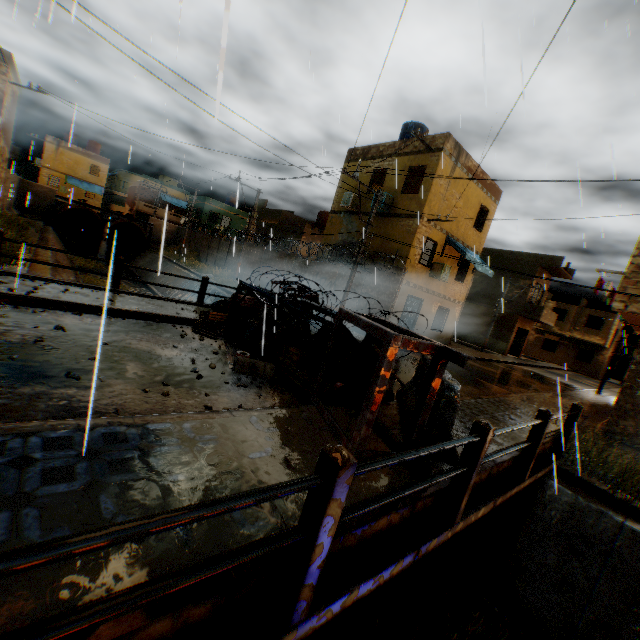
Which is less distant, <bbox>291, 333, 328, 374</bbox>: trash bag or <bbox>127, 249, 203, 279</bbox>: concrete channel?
<bbox>291, 333, 328, 374</bbox>: trash bag

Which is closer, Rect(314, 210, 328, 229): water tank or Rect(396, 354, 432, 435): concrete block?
Rect(396, 354, 432, 435): concrete block

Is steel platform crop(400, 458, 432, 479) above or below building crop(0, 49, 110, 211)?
below

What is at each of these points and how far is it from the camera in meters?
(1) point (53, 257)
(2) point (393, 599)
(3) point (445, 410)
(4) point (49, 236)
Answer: (1) concrete channel, 15.3 m
(2) concrete channel, 5.7 m
(3) concrete block, 4.4 m
(4) concrete channel, 21.9 m

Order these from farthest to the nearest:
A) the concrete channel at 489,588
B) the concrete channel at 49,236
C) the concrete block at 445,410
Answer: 1. the concrete channel at 49,236
2. the concrete channel at 489,588
3. the concrete block at 445,410

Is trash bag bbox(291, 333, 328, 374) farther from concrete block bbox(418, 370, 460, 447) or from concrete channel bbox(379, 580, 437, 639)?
concrete channel bbox(379, 580, 437, 639)

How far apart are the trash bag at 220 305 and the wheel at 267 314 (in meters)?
0.64

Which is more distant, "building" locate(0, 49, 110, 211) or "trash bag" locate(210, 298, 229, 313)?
"building" locate(0, 49, 110, 211)
